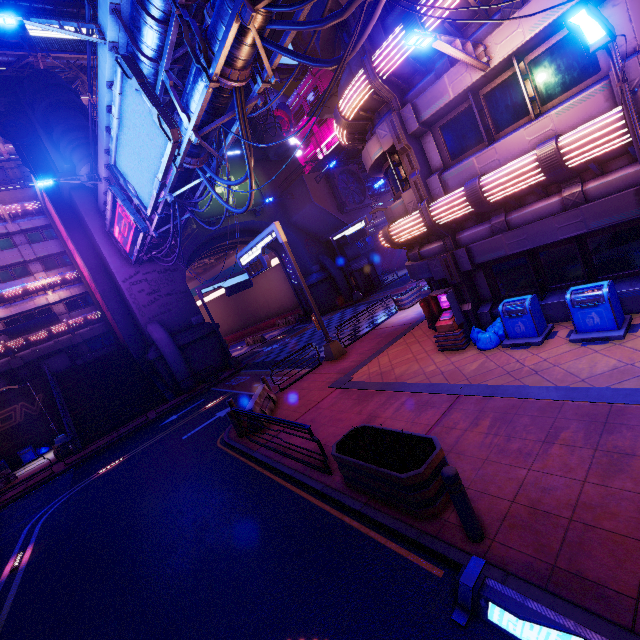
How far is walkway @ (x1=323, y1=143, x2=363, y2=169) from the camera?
43.9m

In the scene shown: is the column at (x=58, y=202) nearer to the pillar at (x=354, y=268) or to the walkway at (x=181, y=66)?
the walkway at (x=181, y=66)

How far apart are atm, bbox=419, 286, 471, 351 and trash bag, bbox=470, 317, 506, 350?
0.1m

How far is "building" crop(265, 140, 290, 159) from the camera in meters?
31.7 m

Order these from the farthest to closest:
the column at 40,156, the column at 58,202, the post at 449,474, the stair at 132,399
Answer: the column at 58,202
the column at 40,156
the stair at 132,399
the post at 449,474

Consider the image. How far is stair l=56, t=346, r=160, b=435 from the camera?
24.6 meters

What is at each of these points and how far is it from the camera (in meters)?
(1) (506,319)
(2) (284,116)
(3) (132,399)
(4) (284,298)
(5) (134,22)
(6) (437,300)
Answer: (1) trash can, 9.21
(2) satellite dish, 54.88
(3) stair, 25.50
(4) tunnel, 43.12
(5) walkway, 10.53
(6) atm, 11.13

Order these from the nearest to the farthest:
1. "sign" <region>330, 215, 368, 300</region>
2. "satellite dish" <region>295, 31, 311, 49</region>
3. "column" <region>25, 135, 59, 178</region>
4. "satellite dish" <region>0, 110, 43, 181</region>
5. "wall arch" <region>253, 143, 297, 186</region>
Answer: "satellite dish" <region>0, 110, 43, 181</region> < "column" <region>25, 135, 59, 178</region> < "sign" <region>330, 215, 368, 300</region> < "wall arch" <region>253, 143, 297, 186</region> < "satellite dish" <region>295, 31, 311, 49</region>
